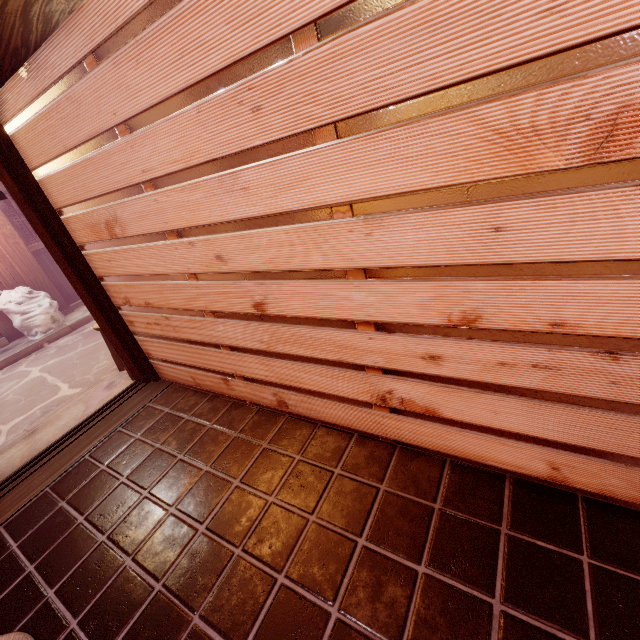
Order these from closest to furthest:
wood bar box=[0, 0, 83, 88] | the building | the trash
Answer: the building → wood bar box=[0, 0, 83, 88] → the trash

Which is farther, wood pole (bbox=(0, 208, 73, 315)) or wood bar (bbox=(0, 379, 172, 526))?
wood pole (bbox=(0, 208, 73, 315))

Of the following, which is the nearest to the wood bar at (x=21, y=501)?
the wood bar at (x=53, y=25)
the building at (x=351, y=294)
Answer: the building at (x=351, y=294)

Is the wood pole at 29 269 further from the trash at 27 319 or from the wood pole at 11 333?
the wood pole at 11 333

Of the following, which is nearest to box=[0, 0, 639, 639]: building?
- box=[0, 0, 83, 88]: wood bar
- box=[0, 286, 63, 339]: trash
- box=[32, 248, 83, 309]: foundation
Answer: box=[0, 0, 83, 88]: wood bar

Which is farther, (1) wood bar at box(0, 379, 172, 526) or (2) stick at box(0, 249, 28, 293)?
(2) stick at box(0, 249, 28, 293)

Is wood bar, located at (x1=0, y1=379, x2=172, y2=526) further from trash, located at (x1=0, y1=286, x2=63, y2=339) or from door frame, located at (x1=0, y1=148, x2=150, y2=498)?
trash, located at (x1=0, y1=286, x2=63, y2=339)

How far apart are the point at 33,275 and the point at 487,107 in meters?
16.1 m
